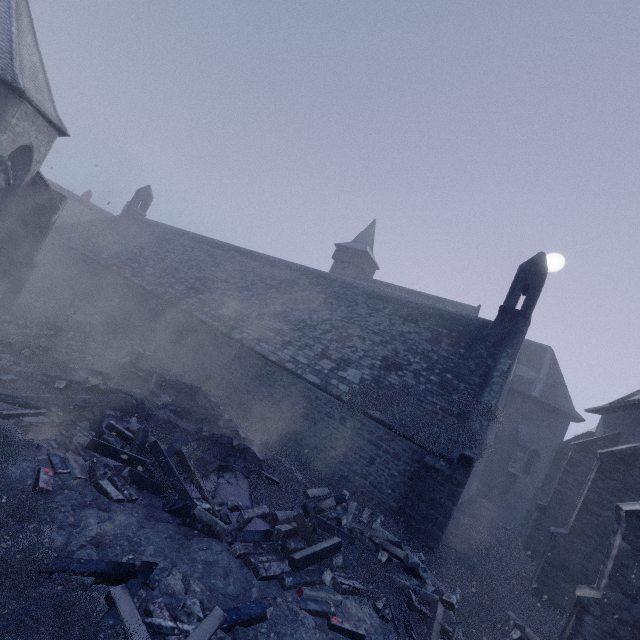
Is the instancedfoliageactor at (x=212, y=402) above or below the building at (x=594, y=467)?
below

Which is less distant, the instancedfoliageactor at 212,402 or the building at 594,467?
the instancedfoliageactor at 212,402

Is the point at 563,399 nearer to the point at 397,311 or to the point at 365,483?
the point at 397,311

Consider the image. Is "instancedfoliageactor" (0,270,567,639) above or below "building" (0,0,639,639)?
below

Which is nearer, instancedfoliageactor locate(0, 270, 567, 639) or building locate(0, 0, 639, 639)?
instancedfoliageactor locate(0, 270, 567, 639)
